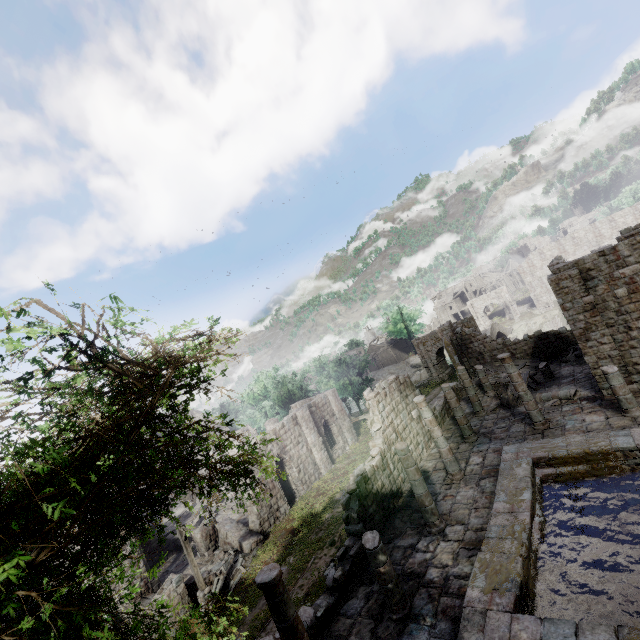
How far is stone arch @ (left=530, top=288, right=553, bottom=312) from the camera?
56.0m

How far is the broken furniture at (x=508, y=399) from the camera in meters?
20.0 m

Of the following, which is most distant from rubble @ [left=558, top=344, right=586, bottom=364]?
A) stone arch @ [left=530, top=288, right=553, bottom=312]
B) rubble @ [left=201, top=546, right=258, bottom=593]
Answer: rubble @ [left=201, top=546, right=258, bottom=593]

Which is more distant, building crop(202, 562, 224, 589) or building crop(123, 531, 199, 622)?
building crop(202, 562, 224, 589)

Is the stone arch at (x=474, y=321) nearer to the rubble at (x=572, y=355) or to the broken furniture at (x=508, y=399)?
the rubble at (x=572, y=355)

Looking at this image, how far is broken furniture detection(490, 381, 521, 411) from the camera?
19.95m

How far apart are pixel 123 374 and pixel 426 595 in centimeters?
1163cm

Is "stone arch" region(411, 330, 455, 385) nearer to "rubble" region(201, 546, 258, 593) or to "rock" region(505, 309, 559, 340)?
"rock" region(505, 309, 559, 340)
